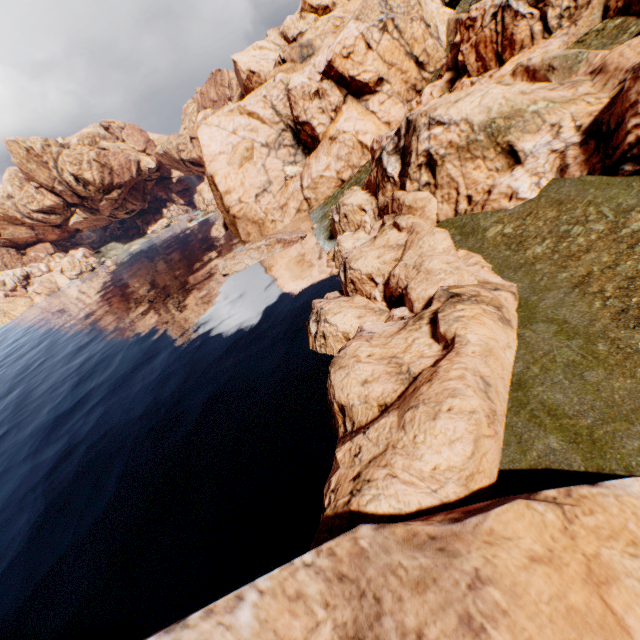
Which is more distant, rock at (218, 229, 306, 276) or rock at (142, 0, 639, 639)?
rock at (218, 229, 306, 276)

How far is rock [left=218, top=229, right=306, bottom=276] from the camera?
43.7m

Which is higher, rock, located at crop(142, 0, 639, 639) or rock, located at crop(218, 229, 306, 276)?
rock, located at crop(142, 0, 639, 639)

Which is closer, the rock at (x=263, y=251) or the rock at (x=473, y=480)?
the rock at (x=473, y=480)

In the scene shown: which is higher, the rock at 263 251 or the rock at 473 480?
the rock at 473 480

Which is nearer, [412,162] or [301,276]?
[412,162]
